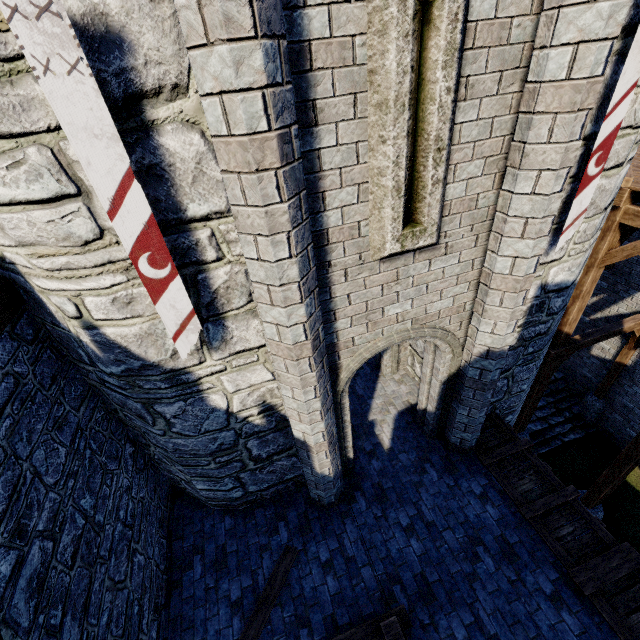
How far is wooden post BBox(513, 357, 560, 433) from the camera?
9.3m

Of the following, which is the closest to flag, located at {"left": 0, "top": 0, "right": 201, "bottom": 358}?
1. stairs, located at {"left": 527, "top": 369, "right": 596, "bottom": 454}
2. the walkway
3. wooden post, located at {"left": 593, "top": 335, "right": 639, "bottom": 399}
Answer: the walkway

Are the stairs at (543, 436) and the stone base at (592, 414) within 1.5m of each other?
yes

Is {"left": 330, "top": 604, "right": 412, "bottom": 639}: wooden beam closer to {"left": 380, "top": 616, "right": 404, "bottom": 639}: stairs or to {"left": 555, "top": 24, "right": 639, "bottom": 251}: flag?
{"left": 380, "top": 616, "right": 404, "bottom": 639}: stairs

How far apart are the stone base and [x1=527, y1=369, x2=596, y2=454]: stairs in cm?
1

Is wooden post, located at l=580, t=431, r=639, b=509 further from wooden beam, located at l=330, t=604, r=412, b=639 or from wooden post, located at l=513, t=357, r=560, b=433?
wooden beam, located at l=330, t=604, r=412, b=639

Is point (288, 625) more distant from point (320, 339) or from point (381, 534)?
point (320, 339)

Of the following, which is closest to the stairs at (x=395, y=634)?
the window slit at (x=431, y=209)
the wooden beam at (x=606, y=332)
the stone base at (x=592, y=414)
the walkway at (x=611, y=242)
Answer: the window slit at (x=431, y=209)
